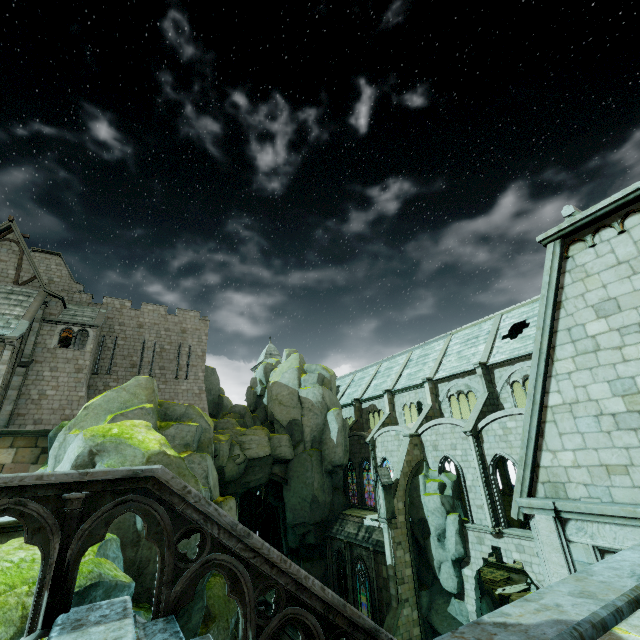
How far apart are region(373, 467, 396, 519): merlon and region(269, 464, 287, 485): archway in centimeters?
1012cm

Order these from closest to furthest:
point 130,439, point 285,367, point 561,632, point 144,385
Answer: point 561,632 < point 130,439 < point 144,385 < point 285,367

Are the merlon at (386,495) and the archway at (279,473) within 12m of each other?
yes

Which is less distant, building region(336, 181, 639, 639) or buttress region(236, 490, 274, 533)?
building region(336, 181, 639, 639)

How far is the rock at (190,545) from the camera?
10.4m

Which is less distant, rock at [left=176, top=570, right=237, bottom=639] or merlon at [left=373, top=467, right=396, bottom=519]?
rock at [left=176, top=570, right=237, bottom=639]

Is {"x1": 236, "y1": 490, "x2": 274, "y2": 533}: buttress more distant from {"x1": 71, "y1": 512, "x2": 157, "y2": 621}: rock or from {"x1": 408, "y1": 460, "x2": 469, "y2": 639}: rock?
{"x1": 408, "y1": 460, "x2": 469, "y2": 639}: rock

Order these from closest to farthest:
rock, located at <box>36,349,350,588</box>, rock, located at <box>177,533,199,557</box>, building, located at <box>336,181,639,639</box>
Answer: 1. building, located at <box>336,181,639,639</box>
2. rock, located at <box>177,533,199,557</box>
3. rock, located at <box>36,349,350,588</box>
